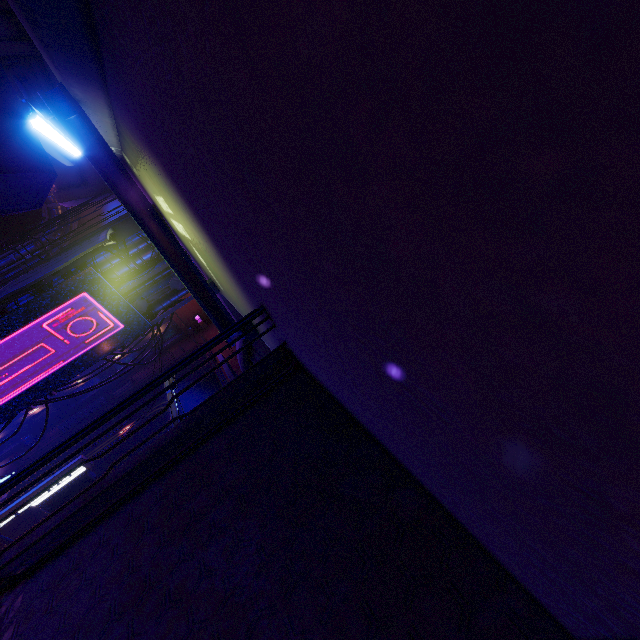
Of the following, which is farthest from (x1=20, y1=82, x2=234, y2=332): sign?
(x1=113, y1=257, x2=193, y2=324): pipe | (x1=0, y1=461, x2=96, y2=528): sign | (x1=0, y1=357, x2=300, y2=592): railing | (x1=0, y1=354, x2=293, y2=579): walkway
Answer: (x1=0, y1=461, x2=96, y2=528): sign

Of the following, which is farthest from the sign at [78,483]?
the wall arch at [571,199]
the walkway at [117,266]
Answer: the wall arch at [571,199]

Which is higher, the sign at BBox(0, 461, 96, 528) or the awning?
the awning

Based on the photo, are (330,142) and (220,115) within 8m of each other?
yes

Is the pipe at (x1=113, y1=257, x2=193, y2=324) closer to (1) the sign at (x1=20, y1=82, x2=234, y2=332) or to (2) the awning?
(2) the awning

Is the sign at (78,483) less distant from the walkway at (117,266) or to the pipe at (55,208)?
the walkway at (117,266)

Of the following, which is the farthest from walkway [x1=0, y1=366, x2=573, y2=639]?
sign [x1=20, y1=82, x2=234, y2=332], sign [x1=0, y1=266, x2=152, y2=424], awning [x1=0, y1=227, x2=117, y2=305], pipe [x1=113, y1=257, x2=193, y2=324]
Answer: pipe [x1=113, y1=257, x2=193, y2=324]

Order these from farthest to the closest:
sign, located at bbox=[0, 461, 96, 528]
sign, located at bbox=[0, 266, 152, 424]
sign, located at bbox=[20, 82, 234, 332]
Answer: sign, located at bbox=[0, 461, 96, 528] < sign, located at bbox=[0, 266, 152, 424] < sign, located at bbox=[20, 82, 234, 332]
